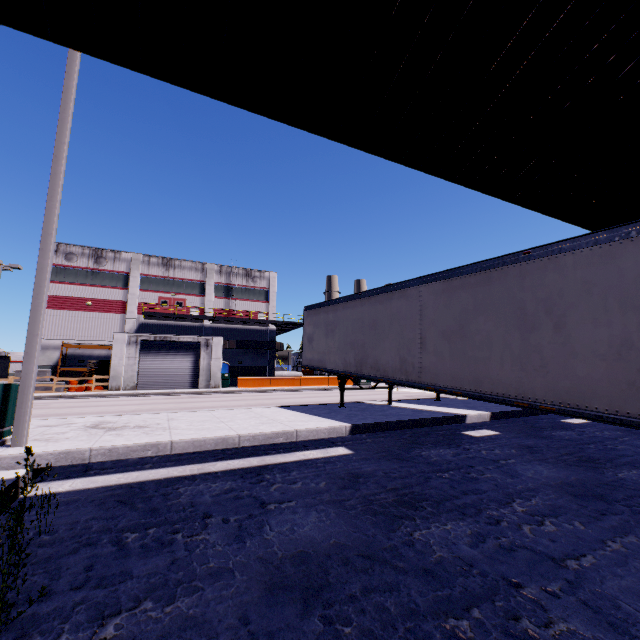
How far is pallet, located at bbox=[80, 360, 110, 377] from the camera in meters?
27.7 m

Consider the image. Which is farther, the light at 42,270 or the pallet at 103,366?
the pallet at 103,366

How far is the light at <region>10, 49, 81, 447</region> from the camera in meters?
5.6

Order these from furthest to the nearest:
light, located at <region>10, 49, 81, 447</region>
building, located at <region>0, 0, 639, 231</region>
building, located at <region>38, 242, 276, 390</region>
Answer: building, located at <region>38, 242, 276, 390</region> → light, located at <region>10, 49, 81, 447</region> → building, located at <region>0, 0, 639, 231</region>

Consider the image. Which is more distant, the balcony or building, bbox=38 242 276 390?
the balcony

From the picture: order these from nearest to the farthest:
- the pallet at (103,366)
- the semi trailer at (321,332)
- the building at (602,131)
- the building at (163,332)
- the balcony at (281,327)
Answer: the building at (602,131) < the semi trailer at (321,332) < the pallet at (103,366) < the building at (163,332) < the balcony at (281,327)

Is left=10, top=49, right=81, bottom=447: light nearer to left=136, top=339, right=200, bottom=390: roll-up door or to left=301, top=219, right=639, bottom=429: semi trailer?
left=301, top=219, right=639, bottom=429: semi trailer

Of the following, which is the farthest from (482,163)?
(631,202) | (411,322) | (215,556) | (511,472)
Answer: (215,556)
